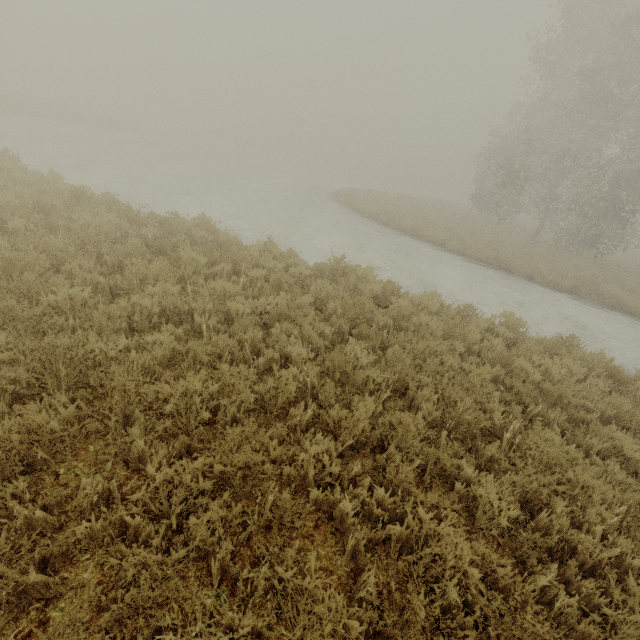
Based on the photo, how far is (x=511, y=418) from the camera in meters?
4.9
